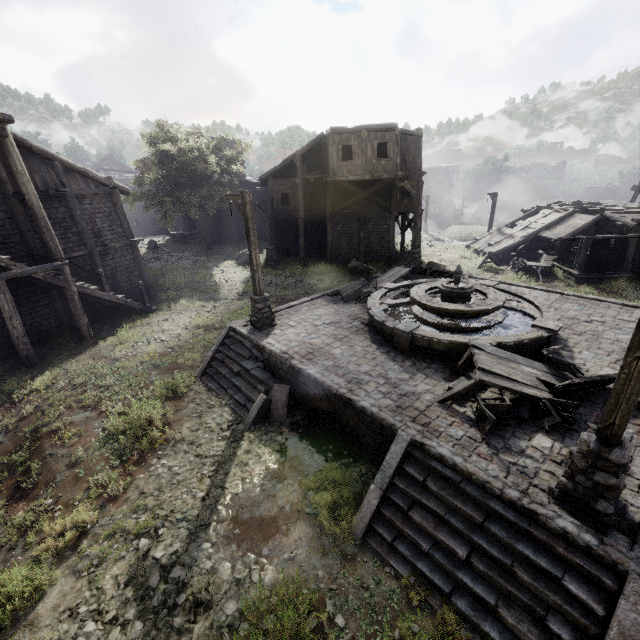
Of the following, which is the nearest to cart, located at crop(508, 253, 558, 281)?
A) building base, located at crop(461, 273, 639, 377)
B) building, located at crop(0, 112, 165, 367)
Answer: building, located at crop(0, 112, 165, 367)

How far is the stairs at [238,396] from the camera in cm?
962

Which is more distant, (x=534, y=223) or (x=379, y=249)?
(x=379, y=249)

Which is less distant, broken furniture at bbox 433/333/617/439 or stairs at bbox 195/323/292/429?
broken furniture at bbox 433/333/617/439

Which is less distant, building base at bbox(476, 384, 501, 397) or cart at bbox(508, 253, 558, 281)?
building base at bbox(476, 384, 501, 397)

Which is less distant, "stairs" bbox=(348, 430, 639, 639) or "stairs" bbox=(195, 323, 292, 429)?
"stairs" bbox=(348, 430, 639, 639)

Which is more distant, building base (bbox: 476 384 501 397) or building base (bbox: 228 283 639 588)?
building base (bbox: 476 384 501 397)

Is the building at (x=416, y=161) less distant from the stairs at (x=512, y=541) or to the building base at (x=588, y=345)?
the stairs at (x=512, y=541)
